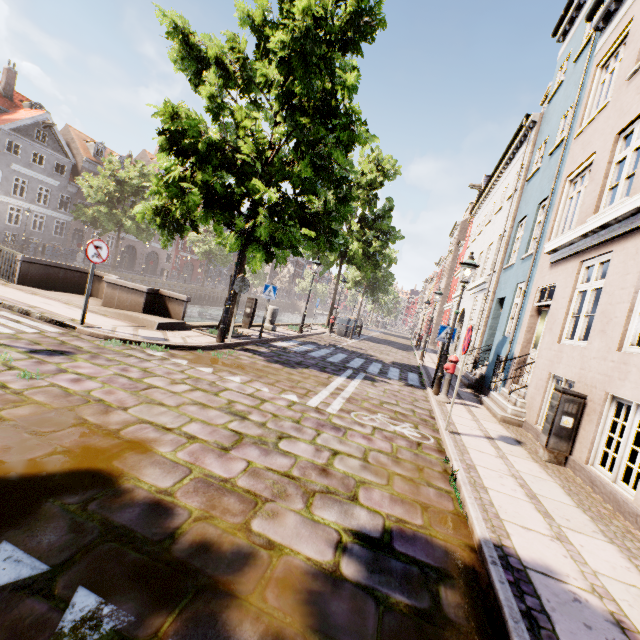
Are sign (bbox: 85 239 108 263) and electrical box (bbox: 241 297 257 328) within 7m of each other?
yes

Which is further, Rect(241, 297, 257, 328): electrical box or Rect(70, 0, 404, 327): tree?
Rect(241, 297, 257, 328): electrical box

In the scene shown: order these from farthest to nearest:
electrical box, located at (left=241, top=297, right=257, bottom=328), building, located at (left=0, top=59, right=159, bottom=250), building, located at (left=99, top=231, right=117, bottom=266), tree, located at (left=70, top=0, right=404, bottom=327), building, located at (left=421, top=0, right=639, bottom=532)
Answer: building, located at (left=99, top=231, right=117, bottom=266)
building, located at (left=0, top=59, right=159, bottom=250)
electrical box, located at (left=241, top=297, right=257, bottom=328)
tree, located at (left=70, top=0, right=404, bottom=327)
building, located at (left=421, top=0, right=639, bottom=532)

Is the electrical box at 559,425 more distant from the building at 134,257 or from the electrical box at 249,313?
the building at 134,257

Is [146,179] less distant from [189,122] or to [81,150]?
[81,150]

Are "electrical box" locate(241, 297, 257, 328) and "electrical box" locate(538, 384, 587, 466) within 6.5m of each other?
no

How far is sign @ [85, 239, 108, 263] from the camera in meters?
6.9 m

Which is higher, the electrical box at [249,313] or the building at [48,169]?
the building at [48,169]
